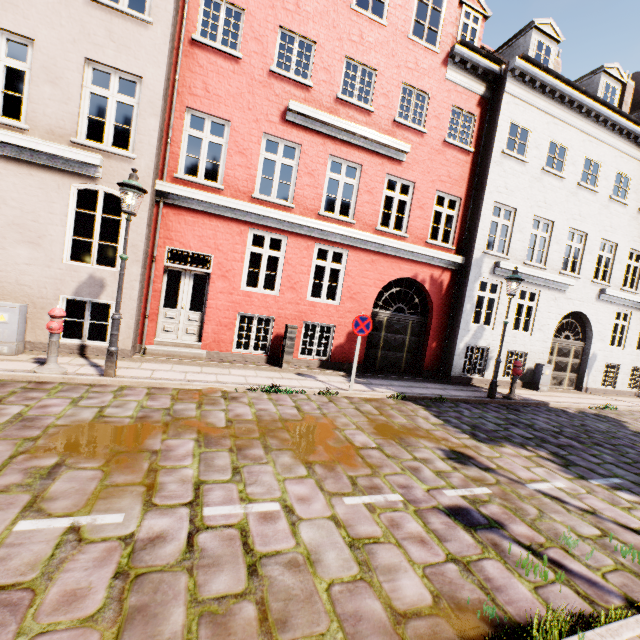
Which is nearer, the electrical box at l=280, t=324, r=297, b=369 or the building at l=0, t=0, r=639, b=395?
the building at l=0, t=0, r=639, b=395

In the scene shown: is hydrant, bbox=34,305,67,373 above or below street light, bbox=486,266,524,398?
below

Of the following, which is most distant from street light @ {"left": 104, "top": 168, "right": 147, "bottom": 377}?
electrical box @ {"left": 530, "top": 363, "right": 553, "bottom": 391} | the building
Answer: the building

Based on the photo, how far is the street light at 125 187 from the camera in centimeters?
589cm

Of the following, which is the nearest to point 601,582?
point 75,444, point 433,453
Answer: point 433,453

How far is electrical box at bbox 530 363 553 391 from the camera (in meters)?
12.19

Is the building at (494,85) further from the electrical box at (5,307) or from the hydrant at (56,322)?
the electrical box at (5,307)

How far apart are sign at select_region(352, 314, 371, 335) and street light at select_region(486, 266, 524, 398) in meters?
4.5
